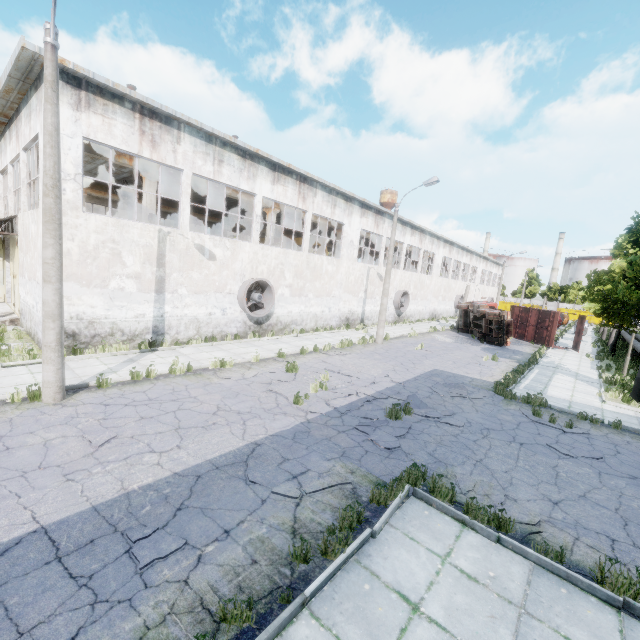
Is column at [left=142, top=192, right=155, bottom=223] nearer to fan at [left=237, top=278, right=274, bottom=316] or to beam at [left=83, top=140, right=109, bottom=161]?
beam at [left=83, top=140, right=109, bottom=161]

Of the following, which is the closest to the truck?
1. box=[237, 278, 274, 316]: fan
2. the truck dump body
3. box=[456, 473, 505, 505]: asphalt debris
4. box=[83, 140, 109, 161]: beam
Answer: the truck dump body

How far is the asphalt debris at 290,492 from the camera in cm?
570

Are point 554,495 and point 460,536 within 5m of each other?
yes

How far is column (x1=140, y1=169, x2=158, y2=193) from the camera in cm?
1568

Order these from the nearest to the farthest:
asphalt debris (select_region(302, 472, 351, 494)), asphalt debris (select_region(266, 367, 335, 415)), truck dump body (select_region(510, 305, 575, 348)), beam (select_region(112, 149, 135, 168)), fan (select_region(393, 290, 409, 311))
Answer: asphalt debris (select_region(302, 472, 351, 494))
asphalt debris (select_region(266, 367, 335, 415))
beam (select_region(112, 149, 135, 168))
truck dump body (select_region(510, 305, 575, 348))
fan (select_region(393, 290, 409, 311))

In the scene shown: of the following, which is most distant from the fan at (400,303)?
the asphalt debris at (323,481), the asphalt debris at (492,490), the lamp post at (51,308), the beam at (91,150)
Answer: the lamp post at (51,308)

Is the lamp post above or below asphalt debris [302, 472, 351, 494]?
above
